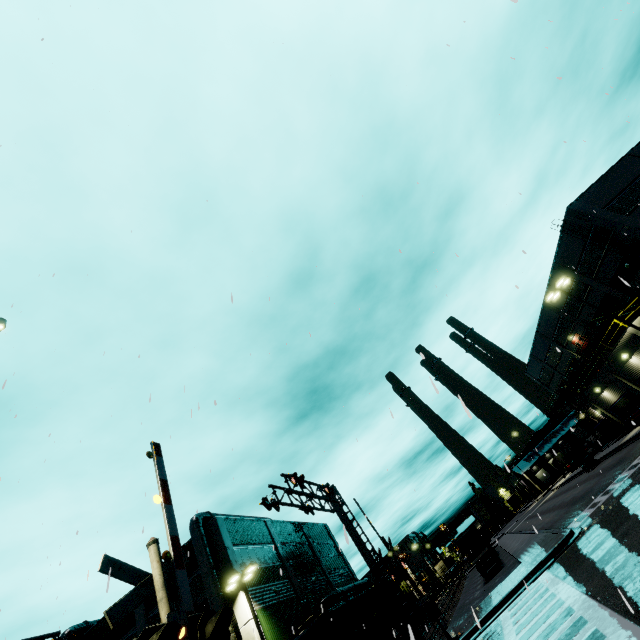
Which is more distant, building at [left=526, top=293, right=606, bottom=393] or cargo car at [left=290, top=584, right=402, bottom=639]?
building at [left=526, top=293, right=606, bottom=393]

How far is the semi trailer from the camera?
33.44m

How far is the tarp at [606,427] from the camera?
34.4m

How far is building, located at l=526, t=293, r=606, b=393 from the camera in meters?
38.7

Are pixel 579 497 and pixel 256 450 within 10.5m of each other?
no

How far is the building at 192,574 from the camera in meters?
23.9

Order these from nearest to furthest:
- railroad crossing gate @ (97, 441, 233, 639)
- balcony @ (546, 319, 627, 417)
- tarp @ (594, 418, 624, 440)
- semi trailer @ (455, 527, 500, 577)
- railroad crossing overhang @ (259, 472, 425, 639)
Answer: railroad crossing gate @ (97, 441, 233, 639) → railroad crossing overhang @ (259, 472, 425, 639) → balcony @ (546, 319, 627, 417) → semi trailer @ (455, 527, 500, 577) → tarp @ (594, 418, 624, 440)
